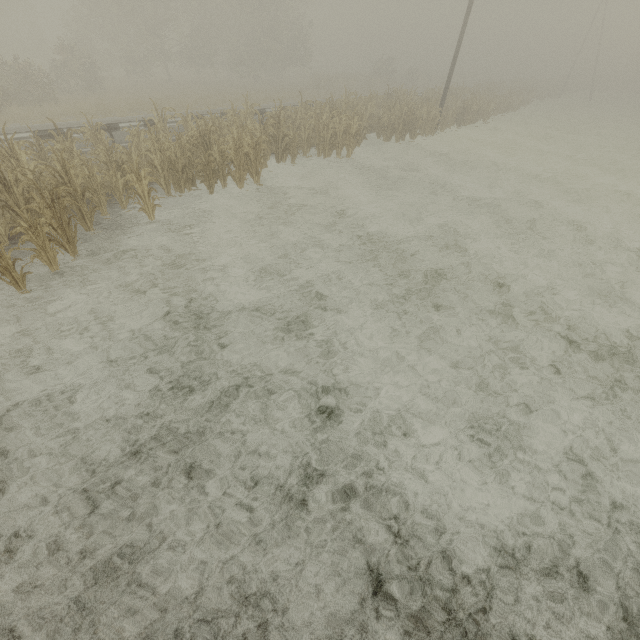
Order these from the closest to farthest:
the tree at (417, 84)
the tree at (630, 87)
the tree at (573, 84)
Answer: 1. the tree at (417, 84)
2. the tree at (573, 84)
3. the tree at (630, 87)

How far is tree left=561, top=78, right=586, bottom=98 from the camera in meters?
49.4

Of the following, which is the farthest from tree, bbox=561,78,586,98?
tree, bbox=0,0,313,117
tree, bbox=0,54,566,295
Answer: tree, bbox=0,54,566,295

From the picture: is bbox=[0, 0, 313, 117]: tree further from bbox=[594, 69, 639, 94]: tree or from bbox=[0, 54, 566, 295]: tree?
bbox=[594, 69, 639, 94]: tree

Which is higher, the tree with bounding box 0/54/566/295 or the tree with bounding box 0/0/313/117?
the tree with bounding box 0/0/313/117

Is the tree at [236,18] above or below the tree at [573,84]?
above

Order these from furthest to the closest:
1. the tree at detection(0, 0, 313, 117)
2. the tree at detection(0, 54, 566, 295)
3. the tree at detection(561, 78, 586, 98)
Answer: the tree at detection(561, 78, 586, 98)
the tree at detection(0, 0, 313, 117)
the tree at detection(0, 54, 566, 295)

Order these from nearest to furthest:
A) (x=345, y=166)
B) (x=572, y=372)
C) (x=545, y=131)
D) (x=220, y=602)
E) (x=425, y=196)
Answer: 1. (x=220, y=602)
2. (x=572, y=372)
3. (x=425, y=196)
4. (x=345, y=166)
5. (x=545, y=131)
